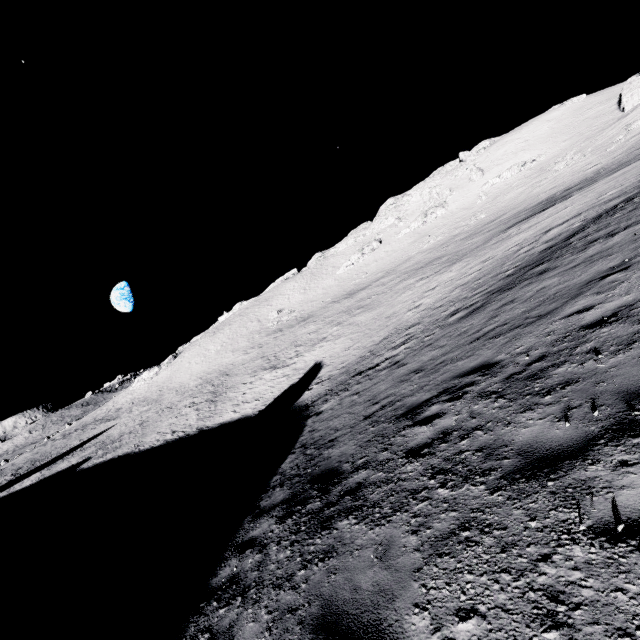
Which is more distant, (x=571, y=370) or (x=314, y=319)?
(x=314, y=319)
